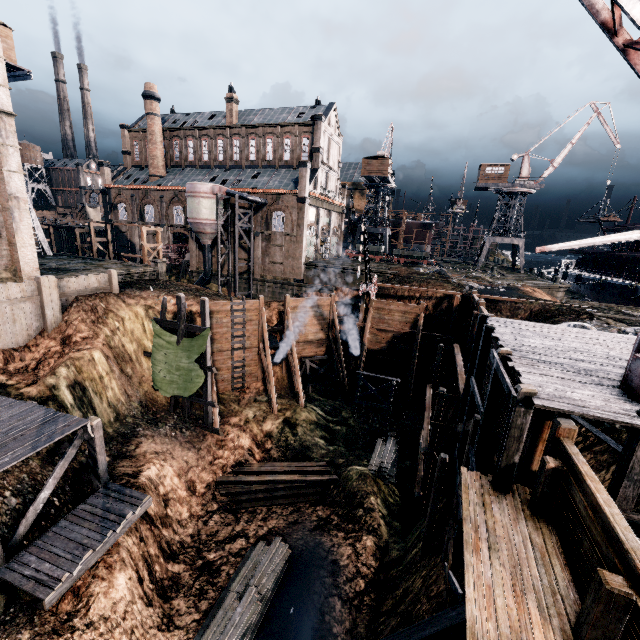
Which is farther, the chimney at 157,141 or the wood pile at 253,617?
the chimney at 157,141

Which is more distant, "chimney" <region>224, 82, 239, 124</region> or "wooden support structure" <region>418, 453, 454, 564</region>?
"chimney" <region>224, 82, 239, 124</region>

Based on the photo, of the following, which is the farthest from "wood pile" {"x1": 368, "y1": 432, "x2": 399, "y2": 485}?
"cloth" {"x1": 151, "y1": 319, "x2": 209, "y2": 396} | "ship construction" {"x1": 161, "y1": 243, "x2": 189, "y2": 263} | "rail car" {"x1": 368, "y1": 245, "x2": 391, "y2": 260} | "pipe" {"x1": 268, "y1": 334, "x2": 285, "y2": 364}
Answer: "ship construction" {"x1": 161, "y1": 243, "x2": 189, "y2": 263}

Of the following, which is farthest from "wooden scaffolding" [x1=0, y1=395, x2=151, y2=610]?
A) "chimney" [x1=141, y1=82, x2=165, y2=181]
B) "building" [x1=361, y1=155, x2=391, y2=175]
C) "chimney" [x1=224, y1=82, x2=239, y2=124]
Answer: "building" [x1=361, y1=155, x2=391, y2=175]

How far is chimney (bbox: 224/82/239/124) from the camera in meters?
49.8

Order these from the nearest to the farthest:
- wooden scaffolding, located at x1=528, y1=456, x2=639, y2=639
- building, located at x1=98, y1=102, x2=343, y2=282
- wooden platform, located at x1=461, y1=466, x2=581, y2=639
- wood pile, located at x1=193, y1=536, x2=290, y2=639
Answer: wooden scaffolding, located at x1=528, y1=456, x2=639, y2=639 → wooden platform, located at x1=461, y1=466, x2=581, y2=639 → wood pile, located at x1=193, y1=536, x2=290, y2=639 → building, located at x1=98, y1=102, x2=343, y2=282

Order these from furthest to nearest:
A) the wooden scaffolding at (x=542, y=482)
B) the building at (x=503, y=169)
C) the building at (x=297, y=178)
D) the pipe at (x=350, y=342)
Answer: the building at (x=503, y=169) < the building at (x=297, y=178) < the pipe at (x=350, y=342) < the wooden scaffolding at (x=542, y=482)

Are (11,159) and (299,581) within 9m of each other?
no
